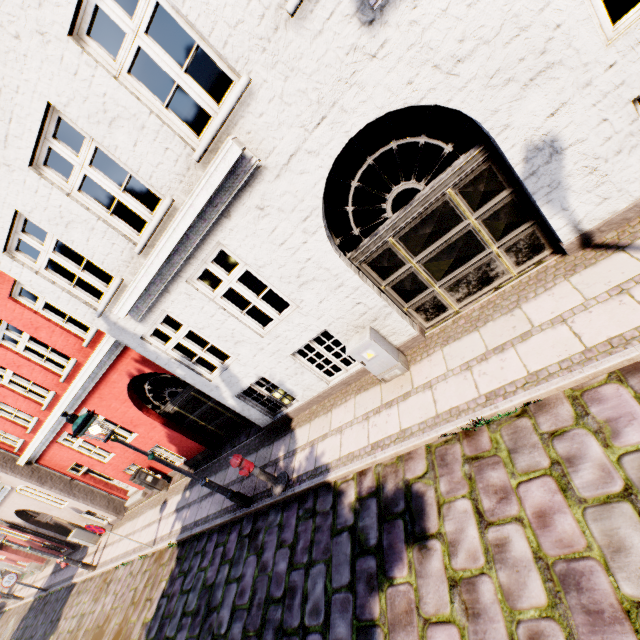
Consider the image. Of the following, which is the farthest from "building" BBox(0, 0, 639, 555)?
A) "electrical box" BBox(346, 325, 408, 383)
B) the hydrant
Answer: the hydrant

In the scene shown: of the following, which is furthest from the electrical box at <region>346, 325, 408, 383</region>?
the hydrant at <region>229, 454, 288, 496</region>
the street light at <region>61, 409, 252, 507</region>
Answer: the street light at <region>61, 409, 252, 507</region>

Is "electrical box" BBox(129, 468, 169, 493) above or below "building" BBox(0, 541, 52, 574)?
below

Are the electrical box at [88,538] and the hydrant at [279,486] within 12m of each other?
no

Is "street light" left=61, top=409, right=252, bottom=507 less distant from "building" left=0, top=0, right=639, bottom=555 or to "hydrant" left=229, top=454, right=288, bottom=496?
"hydrant" left=229, top=454, right=288, bottom=496

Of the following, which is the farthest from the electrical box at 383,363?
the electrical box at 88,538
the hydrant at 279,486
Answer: the electrical box at 88,538

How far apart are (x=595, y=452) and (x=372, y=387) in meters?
3.5

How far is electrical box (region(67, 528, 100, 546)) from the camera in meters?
13.5 m
